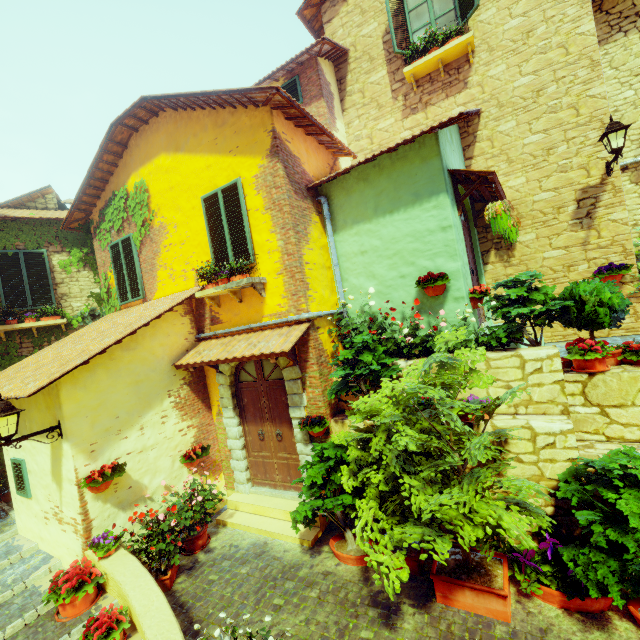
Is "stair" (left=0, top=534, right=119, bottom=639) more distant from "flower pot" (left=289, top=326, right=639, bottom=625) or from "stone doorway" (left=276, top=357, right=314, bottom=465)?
"stone doorway" (left=276, top=357, right=314, bottom=465)

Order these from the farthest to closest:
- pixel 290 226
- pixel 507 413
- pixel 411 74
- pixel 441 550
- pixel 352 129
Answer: pixel 352 129 → pixel 411 74 → pixel 290 226 → pixel 507 413 → pixel 441 550

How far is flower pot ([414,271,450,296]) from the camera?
5.47m

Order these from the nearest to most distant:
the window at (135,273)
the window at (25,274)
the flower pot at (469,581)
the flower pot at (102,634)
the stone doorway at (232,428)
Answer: the flower pot at (469,581), the flower pot at (102,634), the stone doorway at (232,428), the window at (135,273), the window at (25,274)

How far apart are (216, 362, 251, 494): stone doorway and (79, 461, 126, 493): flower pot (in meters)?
2.07

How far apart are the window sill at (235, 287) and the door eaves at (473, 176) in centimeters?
384cm

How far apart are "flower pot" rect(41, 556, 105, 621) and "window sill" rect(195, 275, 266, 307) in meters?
4.1

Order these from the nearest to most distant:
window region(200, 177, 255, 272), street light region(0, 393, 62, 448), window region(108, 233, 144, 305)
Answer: street light region(0, 393, 62, 448)
window region(200, 177, 255, 272)
window region(108, 233, 144, 305)
